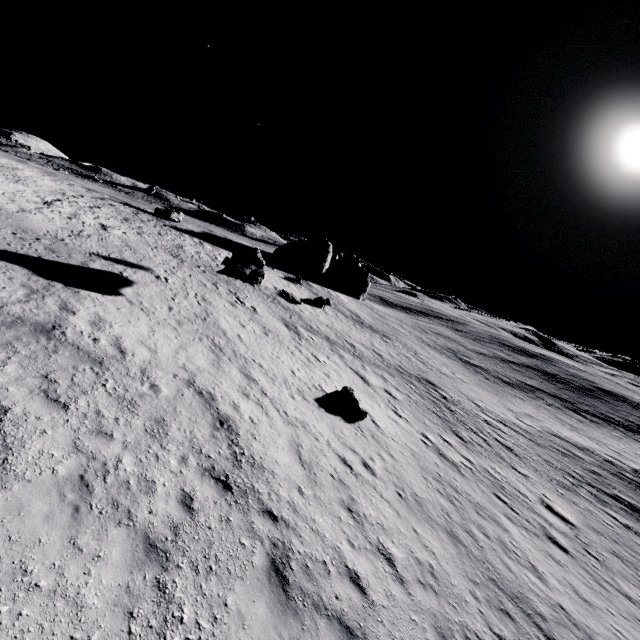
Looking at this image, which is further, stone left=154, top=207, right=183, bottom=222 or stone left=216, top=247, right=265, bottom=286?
stone left=154, top=207, right=183, bottom=222

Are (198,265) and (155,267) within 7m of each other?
yes

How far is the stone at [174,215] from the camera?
35.4m

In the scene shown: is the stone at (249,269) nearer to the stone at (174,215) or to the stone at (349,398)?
the stone at (349,398)

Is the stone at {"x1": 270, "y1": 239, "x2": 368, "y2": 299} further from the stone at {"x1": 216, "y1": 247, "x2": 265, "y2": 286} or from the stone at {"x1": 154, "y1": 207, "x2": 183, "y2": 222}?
the stone at {"x1": 216, "y1": 247, "x2": 265, "y2": 286}

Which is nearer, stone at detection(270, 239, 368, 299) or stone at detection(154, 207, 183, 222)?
stone at detection(154, 207, 183, 222)

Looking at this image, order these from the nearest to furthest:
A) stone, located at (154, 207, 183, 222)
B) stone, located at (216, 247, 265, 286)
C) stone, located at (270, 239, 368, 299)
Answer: stone, located at (216, 247, 265, 286) < stone, located at (154, 207, 183, 222) < stone, located at (270, 239, 368, 299)

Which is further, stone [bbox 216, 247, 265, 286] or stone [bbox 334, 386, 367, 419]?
stone [bbox 216, 247, 265, 286]
